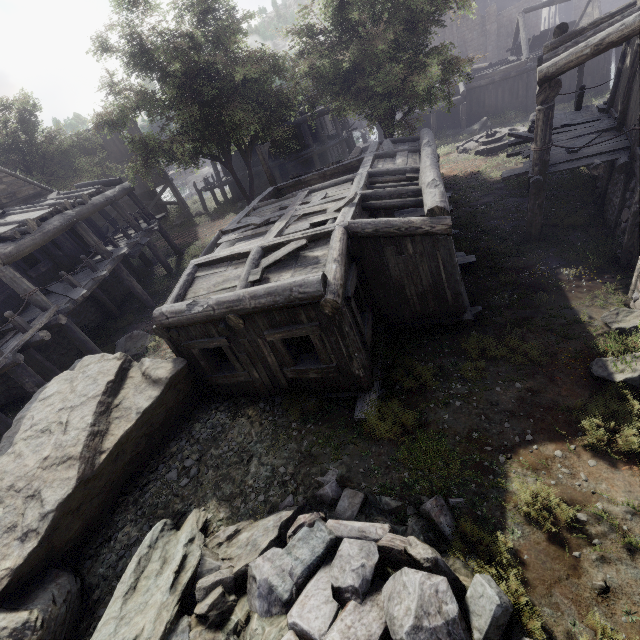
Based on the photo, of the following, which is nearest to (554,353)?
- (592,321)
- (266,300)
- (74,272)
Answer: (592,321)

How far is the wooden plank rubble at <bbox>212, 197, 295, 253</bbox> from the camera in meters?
9.6 m

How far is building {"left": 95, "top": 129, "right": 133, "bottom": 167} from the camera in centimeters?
2794cm

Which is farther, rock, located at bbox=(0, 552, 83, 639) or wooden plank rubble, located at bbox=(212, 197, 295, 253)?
wooden plank rubble, located at bbox=(212, 197, 295, 253)

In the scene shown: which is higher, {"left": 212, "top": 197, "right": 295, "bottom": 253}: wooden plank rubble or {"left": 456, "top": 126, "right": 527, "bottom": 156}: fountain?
{"left": 212, "top": 197, "right": 295, "bottom": 253}: wooden plank rubble

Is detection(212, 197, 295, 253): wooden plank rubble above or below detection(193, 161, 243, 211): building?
above

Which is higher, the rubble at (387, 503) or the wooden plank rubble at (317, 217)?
the wooden plank rubble at (317, 217)

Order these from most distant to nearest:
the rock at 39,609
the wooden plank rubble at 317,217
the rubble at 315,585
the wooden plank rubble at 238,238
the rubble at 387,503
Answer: the wooden plank rubble at 238,238 → the wooden plank rubble at 317,217 → the rubble at 387,503 → the rock at 39,609 → the rubble at 315,585
